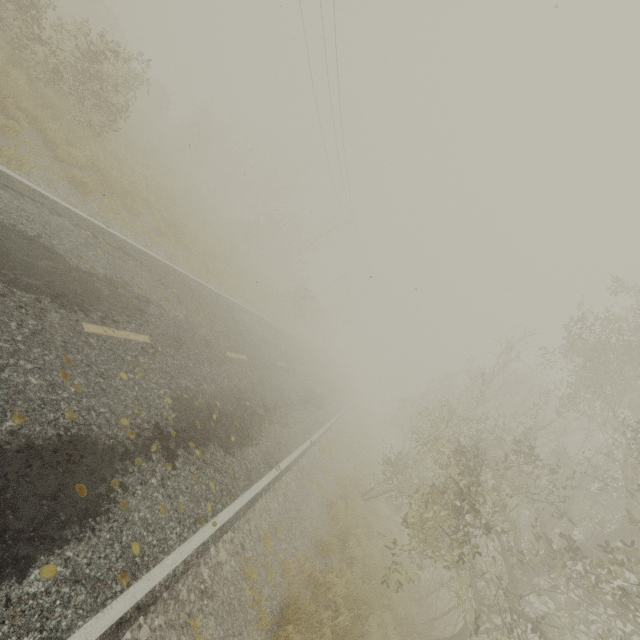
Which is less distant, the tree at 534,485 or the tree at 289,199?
the tree at 534,485

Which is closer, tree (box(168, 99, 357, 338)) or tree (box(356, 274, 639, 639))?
tree (box(356, 274, 639, 639))

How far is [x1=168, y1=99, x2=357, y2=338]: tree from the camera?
30.11m

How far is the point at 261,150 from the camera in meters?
46.1

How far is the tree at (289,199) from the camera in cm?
3011
